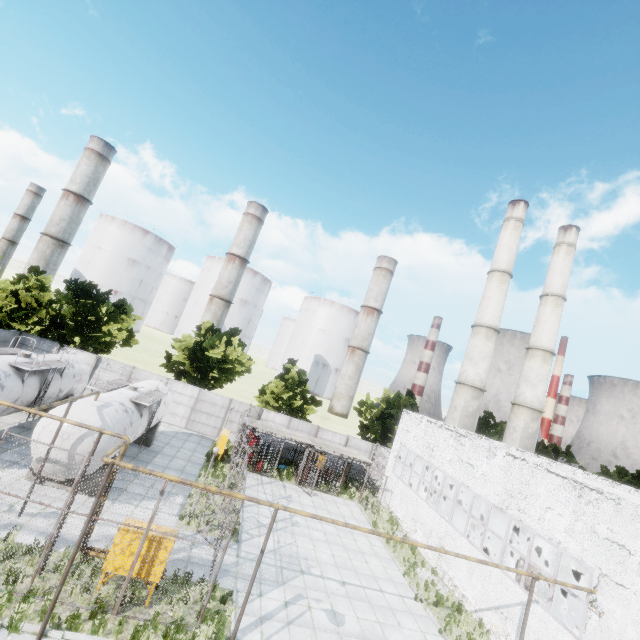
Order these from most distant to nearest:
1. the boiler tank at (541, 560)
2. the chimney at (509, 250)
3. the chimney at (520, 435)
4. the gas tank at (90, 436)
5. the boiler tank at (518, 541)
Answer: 1. the chimney at (520, 435)
2. the chimney at (509, 250)
3. the boiler tank at (518, 541)
4. the boiler tank at (541, 560)
5. the gas tank at (90, 436)

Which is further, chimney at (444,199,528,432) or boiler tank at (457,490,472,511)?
chimney at (444,199,528,432)

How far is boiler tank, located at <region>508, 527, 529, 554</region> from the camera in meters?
19.5

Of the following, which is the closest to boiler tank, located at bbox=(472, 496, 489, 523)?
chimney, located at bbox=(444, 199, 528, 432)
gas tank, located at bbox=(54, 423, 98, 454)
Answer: chimney, located at bbox=(444, 199, 528, 432)

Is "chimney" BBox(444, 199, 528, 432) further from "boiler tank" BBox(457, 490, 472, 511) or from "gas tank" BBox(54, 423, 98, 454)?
"gas tank" BBox(54, 423, 98, 454)

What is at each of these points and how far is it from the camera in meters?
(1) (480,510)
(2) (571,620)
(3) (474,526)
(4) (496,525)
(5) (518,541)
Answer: (1) boiler tank, 23.7 m
(2) boiler tank, 17.3 m
(3) boiler tank, 23.4 m
(4) boiler tank, 21.9 m
(5) boiler tank, 20.1 m

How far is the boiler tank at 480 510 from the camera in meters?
23.1 m

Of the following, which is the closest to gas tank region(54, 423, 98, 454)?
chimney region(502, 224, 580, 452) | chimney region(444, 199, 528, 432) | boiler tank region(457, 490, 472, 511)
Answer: boiler tank region(457, 490, 472, 511)
